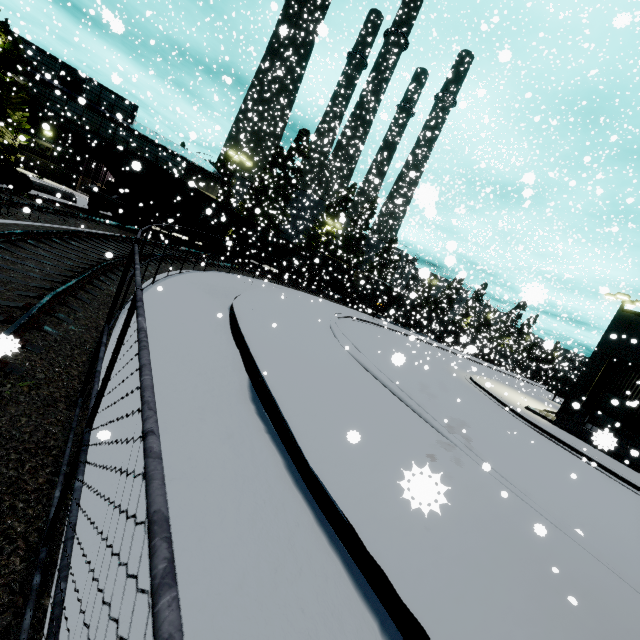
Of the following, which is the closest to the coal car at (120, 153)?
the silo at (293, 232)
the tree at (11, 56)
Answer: the silo at (293, 232)

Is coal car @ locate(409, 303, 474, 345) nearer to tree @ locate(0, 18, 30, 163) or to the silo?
the silo

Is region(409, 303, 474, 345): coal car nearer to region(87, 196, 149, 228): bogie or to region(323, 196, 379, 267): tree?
region(87, 196, 149, 228): bogie

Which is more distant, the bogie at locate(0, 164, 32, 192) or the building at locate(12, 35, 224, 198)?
the building at locate(12, 35, 224, 198)

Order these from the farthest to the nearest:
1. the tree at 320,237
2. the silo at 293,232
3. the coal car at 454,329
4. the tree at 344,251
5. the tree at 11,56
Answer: the silo at 293,232
the tree at 320,237
the tree at 344,251
the coal car at 454,329
the tree at 11,56

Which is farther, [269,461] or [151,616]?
[269,461]

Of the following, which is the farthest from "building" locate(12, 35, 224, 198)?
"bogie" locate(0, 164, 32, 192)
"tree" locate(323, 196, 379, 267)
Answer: "tree" locate(323, 196, 379, 267)

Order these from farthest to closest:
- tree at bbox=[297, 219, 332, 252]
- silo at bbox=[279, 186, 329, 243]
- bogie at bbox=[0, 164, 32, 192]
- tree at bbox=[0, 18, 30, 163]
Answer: silo at bbox=[279, 186, 329, 243] → tree at bbox=[297, 219, 332, 252] → tree at bbox=[0, 18, 30, 163] → bogie at bbox=[0, 164, 32, 192]
